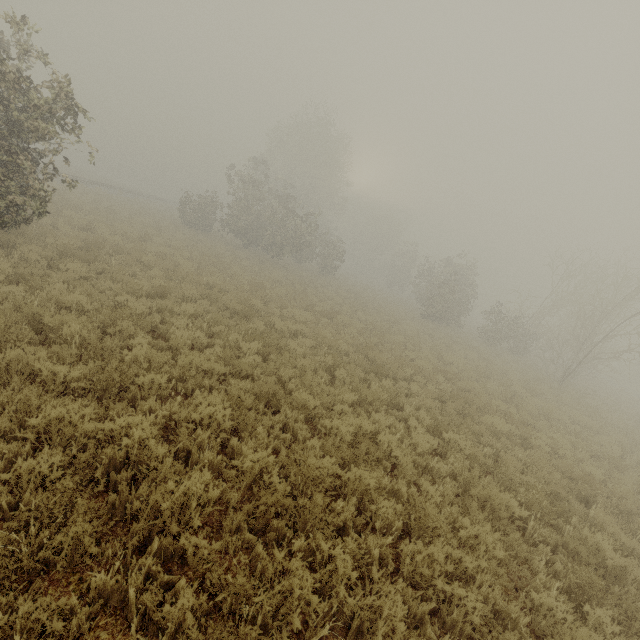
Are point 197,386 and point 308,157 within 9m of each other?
no

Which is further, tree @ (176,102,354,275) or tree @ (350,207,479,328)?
tree @ (350,207,479,328)

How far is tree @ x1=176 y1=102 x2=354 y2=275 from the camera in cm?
2670

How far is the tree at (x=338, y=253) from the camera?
26.7m
